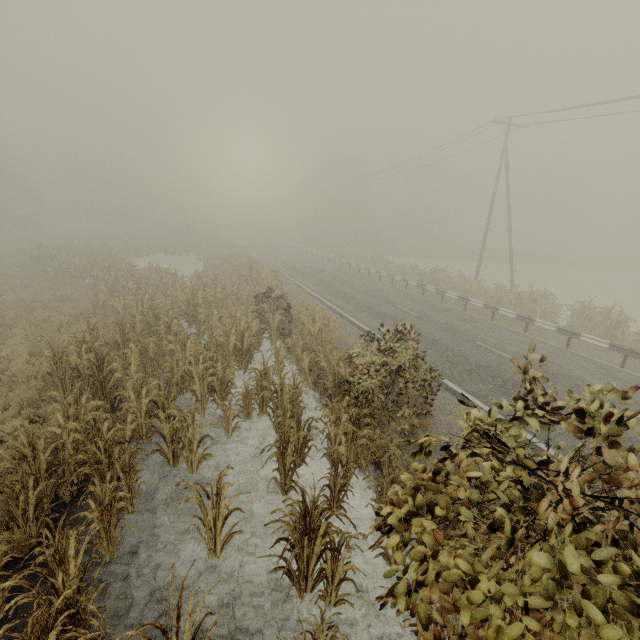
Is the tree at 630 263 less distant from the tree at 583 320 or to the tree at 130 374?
the tree at 583 320

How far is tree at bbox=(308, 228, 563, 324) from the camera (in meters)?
17.55

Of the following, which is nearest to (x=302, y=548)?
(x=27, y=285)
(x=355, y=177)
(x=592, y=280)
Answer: (x=27, y=285)

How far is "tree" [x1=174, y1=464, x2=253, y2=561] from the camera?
4.7 meters

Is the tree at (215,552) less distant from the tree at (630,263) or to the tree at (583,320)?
the tree at (583,320)

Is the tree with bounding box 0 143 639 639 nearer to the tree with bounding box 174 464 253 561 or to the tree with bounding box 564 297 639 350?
the tree with bounding box 174 464 253 561

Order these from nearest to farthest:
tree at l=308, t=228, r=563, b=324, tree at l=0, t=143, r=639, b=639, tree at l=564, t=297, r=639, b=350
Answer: tree at l=0, t=143, r=639, b=639, tree at l=564, t=297, r=639, b=350, tree at l=308, t=228, r=563, b=324

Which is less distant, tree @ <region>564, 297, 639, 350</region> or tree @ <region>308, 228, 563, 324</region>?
tree @ <region>564, 297, 639, 350</region>
